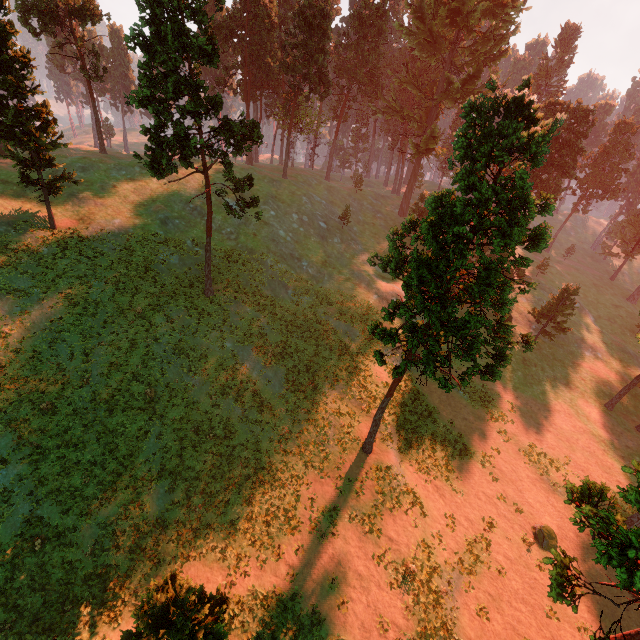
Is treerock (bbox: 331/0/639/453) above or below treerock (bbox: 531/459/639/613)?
above

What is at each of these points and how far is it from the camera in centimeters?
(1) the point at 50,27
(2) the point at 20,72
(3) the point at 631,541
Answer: (1) treerock, 3659cm
(2) treerock, 2405cm
(3) treerock, 717cm

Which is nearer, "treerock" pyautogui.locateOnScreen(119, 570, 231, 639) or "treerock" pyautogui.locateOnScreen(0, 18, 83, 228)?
"treerock" pyautogui.locateOnScreen(119, 570, 231, 639)

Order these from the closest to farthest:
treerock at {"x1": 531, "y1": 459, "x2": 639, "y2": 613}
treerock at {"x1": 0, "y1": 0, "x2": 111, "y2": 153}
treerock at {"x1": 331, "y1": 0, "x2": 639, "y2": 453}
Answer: treerock at {"x1": 531, "y1": 459, "x2": 639, "y2": 613} < treerock at {"x1": 331, "y1": 0, "x2": 639, "y2": 453} < treerock at {"x1": 0, "y1": 0, "x2": 111, "y2": 153}

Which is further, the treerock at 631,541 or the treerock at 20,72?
the treerock at 20,72

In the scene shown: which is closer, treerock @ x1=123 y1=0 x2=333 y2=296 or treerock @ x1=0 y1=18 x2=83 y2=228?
treerock @ x1=123 y1=0 x2=333 y2=296
